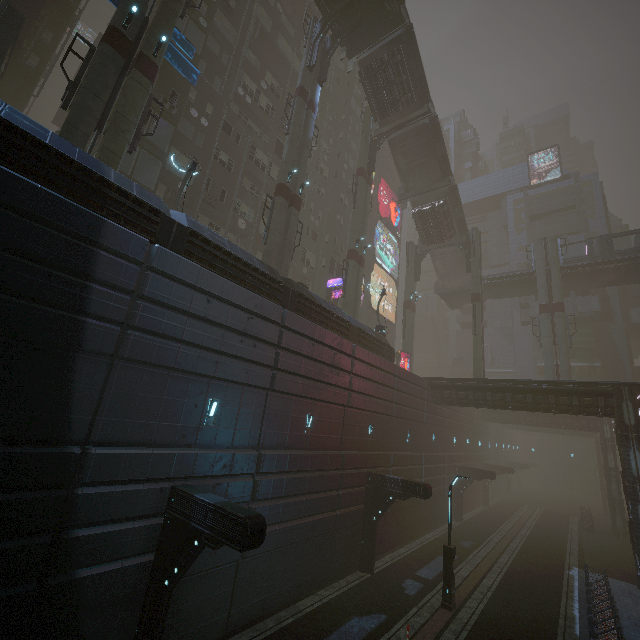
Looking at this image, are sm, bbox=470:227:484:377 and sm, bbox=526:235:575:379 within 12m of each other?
yes

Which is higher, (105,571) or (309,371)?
(309,371)

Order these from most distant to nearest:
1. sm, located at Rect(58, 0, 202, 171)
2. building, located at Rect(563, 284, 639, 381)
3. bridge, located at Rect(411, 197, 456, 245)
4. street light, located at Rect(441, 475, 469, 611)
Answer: building, located at Rect(563, 284, 639, 381), bridge, located at Rect(411, 197, 456, 245), street light, located at Rect(441, 475, 469, 611), sm, located at Rect(58, 0, 202, 171)

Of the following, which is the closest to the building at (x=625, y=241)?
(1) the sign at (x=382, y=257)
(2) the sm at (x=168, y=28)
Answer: (1) the sign at (x=382, y=257)

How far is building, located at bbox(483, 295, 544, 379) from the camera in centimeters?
4500cm

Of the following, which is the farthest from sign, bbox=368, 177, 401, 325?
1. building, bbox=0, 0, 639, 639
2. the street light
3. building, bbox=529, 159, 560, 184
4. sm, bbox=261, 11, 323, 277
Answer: the street light

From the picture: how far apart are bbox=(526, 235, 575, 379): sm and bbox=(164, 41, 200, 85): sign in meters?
36.5 m

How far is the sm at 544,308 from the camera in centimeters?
3184cm
